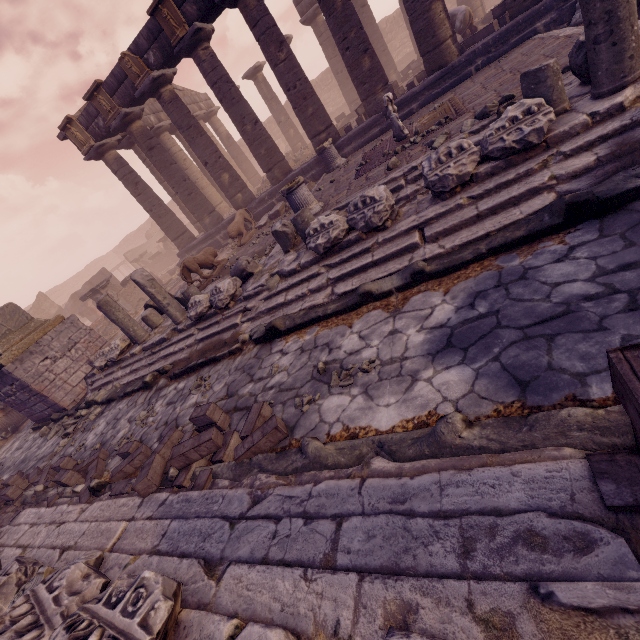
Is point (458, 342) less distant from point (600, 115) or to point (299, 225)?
point (600, 115)

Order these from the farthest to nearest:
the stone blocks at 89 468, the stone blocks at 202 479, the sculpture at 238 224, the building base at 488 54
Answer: the sculpture at 238 224 < the building base at 488 54 < the stone blocks at 89 468 < the stone blocks at 202 479

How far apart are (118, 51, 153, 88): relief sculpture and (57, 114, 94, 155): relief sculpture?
3.37m

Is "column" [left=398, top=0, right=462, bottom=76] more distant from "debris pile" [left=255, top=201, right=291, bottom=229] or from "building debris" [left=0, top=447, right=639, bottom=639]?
"building debris" [left=0, top=447, right=639, bottom=639]

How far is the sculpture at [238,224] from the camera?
12.5m

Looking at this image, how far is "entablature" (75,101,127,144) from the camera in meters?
13.0 m

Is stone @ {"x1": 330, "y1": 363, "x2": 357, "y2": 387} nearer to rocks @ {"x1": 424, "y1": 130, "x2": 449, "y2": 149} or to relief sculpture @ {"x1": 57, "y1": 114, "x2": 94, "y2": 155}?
rocks @ {"x1": 424, "y1": 130, "x2": 449, "y2": 149}

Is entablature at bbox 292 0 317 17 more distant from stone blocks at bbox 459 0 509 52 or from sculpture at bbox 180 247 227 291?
sculpture at bbox 180 247 227 291
